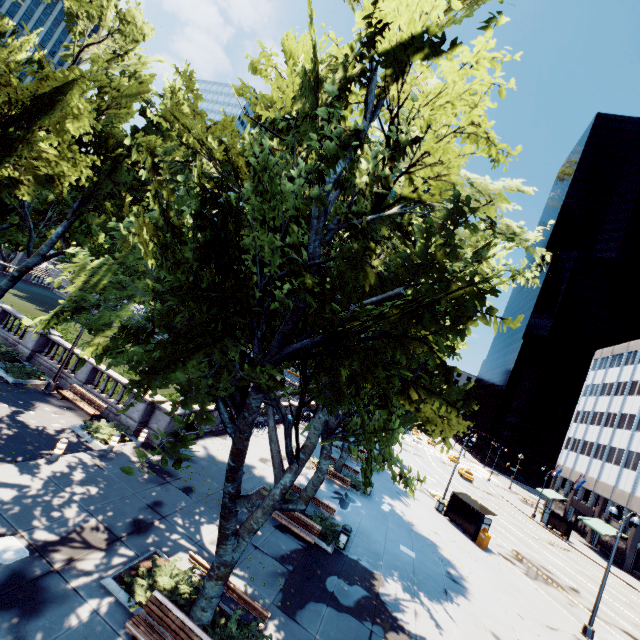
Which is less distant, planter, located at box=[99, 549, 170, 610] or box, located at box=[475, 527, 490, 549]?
planter, located at box=[99, 549, 170, 610]

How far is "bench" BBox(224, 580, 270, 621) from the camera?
9.0 meters

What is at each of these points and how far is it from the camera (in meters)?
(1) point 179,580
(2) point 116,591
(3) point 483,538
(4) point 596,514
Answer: (1) bush, 9.15
(2) planter, 8.52
(3) box, 24.55
(4) building, 46.94

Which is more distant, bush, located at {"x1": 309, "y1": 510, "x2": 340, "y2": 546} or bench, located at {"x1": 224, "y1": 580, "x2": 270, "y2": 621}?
bush, located at {"x1": 309, "y1": 510, "x2": 340, "y2": 546}

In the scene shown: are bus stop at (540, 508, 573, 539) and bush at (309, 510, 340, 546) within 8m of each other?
no

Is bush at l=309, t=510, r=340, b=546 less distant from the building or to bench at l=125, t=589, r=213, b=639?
bench at l=125, t=589, r=213, b=639

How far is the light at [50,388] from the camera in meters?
18.1 m

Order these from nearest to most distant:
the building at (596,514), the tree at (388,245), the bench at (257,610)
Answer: the tree at (388,245)
the bench at (257,610)
the building at (596,514)
